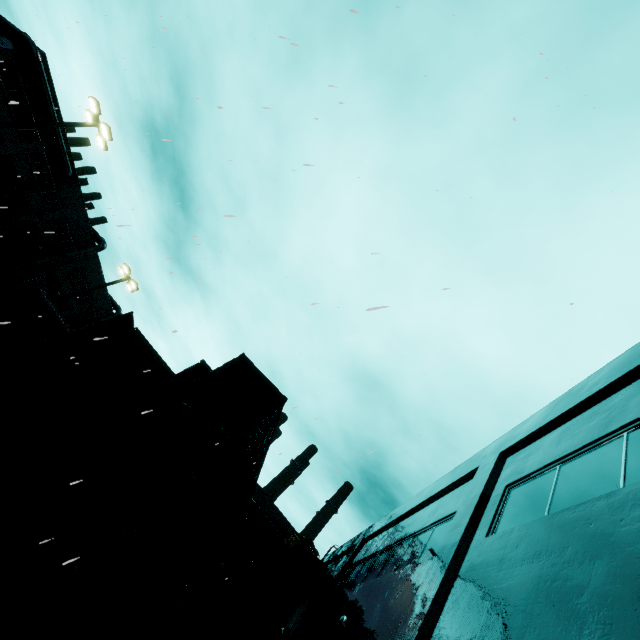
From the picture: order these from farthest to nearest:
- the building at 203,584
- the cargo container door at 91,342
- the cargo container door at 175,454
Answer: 1. the building at 203,584
2. the cargo container door at 91,342
3. the cargo container door at 175,454

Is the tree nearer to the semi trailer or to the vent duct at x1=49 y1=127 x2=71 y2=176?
the semi trailer

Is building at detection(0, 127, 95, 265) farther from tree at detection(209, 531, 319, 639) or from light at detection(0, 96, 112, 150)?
light at detection(0, 96, 112, 150)

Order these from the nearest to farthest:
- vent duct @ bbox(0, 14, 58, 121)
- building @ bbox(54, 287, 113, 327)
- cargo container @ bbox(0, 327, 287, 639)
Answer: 1. cargo container @ bbox(0, 327, 287, 639)
2. vent duct @ bbox(0, 14, 58, 121)
3. building @ bbox(54, 287, 113, 327)

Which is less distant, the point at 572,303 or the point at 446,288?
the point at 446,288

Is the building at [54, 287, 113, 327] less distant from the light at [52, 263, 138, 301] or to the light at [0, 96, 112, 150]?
the light at [52, 263, 138, 301]

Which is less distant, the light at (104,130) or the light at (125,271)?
the light at (104,130)

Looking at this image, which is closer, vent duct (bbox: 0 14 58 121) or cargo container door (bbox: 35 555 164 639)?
cargo container door (bbox: 35 555 164 639)
